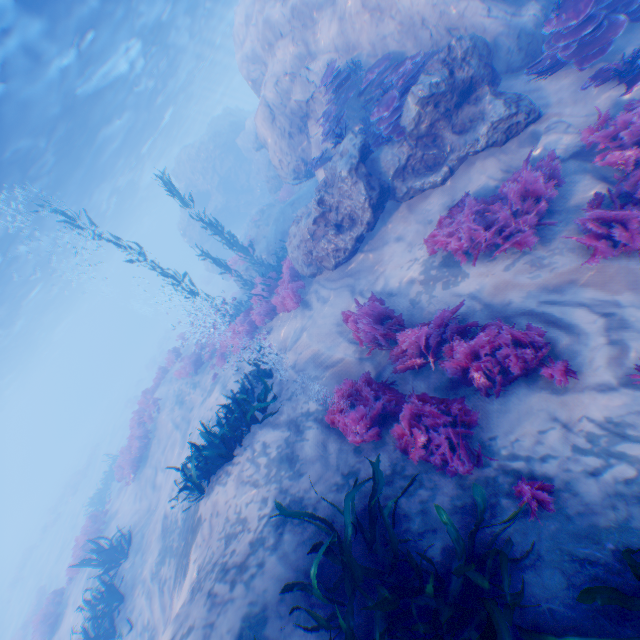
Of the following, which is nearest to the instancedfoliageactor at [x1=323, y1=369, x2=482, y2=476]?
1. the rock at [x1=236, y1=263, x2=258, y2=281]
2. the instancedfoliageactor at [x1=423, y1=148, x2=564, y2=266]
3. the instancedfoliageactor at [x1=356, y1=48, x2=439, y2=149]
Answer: the instancedfoliageactor at [x1=423, y1=148, x2=564, y2=266]

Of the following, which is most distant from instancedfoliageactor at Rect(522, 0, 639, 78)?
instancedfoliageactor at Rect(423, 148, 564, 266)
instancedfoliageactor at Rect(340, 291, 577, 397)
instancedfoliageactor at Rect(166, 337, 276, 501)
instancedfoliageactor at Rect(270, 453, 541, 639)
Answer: instancedfoliageactor at Rect(166, 337, 276, 501)

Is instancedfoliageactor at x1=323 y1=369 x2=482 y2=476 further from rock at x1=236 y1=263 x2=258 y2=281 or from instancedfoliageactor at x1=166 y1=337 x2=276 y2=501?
rock at x1=236 y1=263 x2=258 y2=281

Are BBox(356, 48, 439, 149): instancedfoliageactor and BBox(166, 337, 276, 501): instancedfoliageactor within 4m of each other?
no

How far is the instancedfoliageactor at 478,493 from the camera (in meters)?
3.32

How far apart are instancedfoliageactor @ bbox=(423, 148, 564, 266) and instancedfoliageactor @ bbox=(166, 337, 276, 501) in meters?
5.7 m

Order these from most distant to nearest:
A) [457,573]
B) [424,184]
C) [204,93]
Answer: [204,93] < [424,184] < [457,573]

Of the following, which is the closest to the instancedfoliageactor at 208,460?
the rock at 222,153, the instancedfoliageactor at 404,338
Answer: the instancedfoliageactor at 404,338
